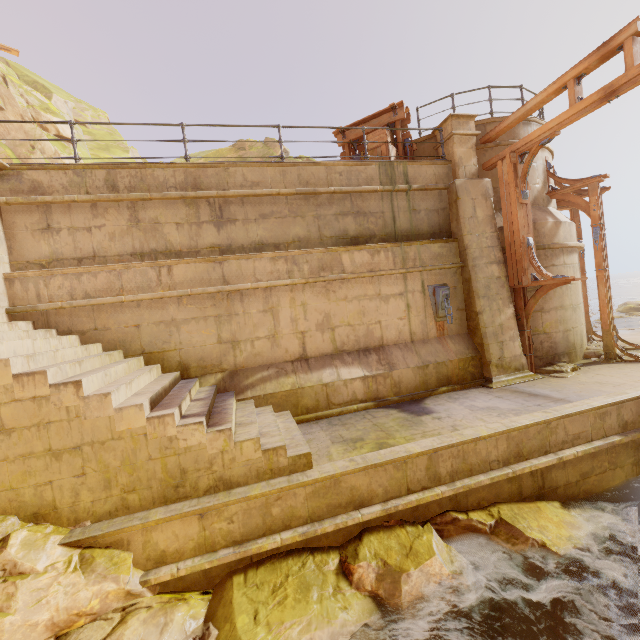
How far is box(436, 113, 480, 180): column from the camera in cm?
840

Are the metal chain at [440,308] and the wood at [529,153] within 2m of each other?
no

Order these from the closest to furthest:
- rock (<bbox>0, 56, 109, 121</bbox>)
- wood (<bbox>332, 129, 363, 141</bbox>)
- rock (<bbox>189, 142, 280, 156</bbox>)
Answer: wood (<bbox>332, 129, 363, 141</bbox>) → rock (<bbox>0, 56, 109, 121</bbox>) → rock (<bbox>189, 142, 280, 156</bbox>)

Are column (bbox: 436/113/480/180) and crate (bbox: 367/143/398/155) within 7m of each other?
yes

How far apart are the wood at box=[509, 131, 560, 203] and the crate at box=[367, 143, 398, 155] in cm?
289

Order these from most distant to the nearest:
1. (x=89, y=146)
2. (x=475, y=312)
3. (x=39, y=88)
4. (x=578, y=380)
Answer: (x=89, y=146) < (x=39, y=88) < (x=475, y=312) < (x=578, y=380)

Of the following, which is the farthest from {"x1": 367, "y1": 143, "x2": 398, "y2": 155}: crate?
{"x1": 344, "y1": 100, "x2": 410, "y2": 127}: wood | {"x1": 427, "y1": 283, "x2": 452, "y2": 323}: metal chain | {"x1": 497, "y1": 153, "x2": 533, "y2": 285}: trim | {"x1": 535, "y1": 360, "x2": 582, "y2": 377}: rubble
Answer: {"x1": 535, "y1": 360, "x2": 582, "y2": 377}: rubble

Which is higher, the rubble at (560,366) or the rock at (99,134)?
the rock at (99,134)
